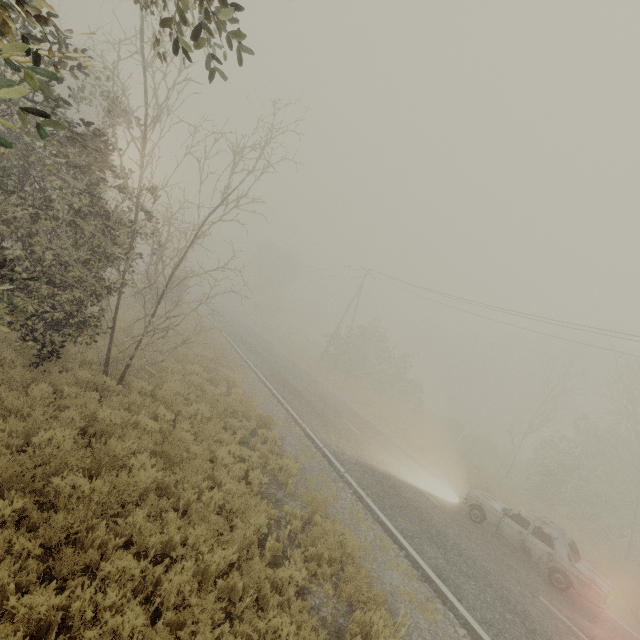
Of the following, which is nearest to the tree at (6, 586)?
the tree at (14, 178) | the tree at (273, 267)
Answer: the tree at (14, 178)

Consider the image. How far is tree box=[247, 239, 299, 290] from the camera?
56.0m

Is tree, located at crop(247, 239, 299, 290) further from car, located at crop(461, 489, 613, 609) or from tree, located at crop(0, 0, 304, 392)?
car, located at crop(461, 489, 613, 609)

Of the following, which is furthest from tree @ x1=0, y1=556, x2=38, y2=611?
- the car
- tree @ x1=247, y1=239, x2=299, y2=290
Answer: the car

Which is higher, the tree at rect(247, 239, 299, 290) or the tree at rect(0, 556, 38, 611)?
the tree at rect(247, 239, 299, 290)

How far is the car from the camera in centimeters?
925cm

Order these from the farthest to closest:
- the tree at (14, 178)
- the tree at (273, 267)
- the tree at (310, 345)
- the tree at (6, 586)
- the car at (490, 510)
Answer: the tree at (273, 267)
the tree at (310, 345)
the car at (490, 510)
the tree at (6, 586)
the tree at (14, 178)

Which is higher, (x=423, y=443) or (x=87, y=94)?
(x=87, y=94)
